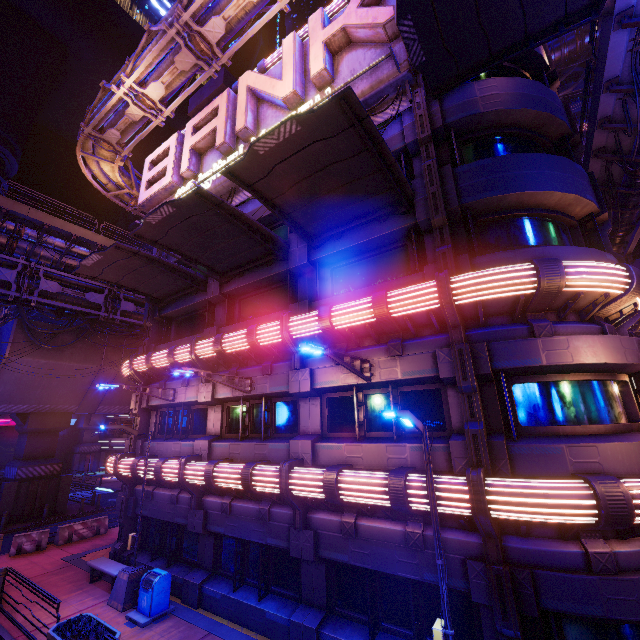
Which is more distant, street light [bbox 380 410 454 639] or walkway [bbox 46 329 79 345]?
walkway [bbox 46 329 79 345]

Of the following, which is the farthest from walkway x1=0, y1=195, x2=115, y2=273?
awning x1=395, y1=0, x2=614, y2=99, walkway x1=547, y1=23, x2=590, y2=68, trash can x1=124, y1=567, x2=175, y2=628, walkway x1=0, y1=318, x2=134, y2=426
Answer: walkway x1=547, y1=23, x2=590, y2=68

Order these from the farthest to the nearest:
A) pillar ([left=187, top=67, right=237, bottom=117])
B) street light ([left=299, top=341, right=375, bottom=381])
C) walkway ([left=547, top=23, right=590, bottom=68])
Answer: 1. walkway ([left=547, top=23, right=590, bottom=68])
2. pillar ([left=187, top=67, right=237, bottom=117])
3. street light ([left=299, top=341, right=375, bottom=381])

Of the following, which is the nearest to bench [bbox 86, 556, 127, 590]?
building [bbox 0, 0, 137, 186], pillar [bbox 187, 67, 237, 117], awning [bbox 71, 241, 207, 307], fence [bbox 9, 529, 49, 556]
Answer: fence [bbox 9, 529, 49, 556]

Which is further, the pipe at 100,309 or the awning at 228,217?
the pipe at 100,309

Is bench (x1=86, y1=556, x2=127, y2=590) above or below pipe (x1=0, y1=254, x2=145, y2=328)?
below

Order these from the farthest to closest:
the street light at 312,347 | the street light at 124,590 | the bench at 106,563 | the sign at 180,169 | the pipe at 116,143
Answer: the pipe at 116,143 < the bench at 106,563 < the street light at 124,590 < the sign at 180,169 < the street light at 312,347

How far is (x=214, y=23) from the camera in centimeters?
1483cm
